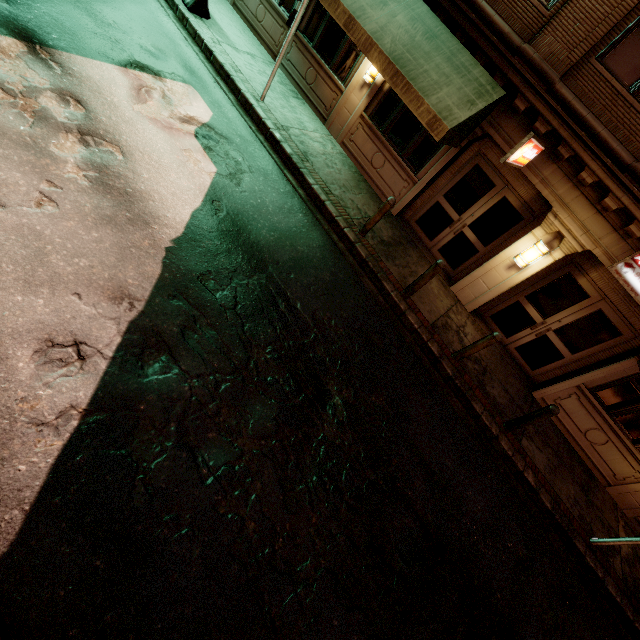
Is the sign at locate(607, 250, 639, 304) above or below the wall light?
above

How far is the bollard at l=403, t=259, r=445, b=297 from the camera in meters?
7.5

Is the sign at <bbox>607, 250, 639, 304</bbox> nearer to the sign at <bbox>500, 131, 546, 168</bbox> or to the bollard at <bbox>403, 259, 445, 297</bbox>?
the sign at <bbox>500, 131, 546, 168</bbox>

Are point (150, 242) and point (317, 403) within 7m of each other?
yes

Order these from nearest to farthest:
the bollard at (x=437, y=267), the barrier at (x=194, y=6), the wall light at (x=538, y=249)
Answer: the bollard at (x=437, y=267), the wall light at (x=538, y=249), the barrier at (x=194, y=6)

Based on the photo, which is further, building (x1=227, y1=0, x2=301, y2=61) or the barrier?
building (x1=227, y1=0, x2=301, y2=61)

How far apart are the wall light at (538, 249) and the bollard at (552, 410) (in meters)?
3.66

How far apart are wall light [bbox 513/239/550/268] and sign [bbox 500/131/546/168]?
1.8m
